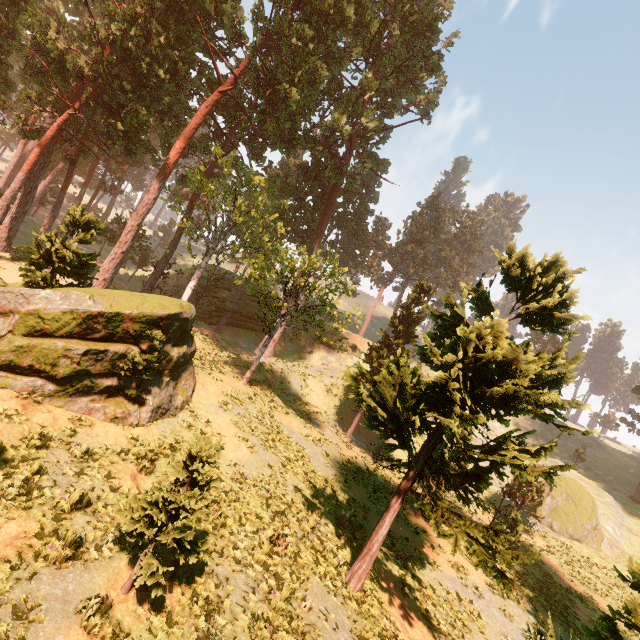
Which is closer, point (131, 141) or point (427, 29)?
point (131, 141)

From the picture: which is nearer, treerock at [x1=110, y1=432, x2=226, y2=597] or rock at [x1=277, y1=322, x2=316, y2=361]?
treerock at [x1=110, y1=432, x2=226, y2=597]

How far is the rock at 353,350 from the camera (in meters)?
47.16

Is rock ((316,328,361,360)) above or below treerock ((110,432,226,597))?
above

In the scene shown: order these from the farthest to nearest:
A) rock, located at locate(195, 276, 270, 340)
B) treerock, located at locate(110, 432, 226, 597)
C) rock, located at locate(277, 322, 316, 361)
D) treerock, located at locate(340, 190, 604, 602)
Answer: rock, located at locate(277, 322, 316, 361)
rock, located at locate(195, 276, 270, 340)
treerock, located at locate(340, 190, 604, 602)
treerock, located at locate(110, 432, 226, 597)
